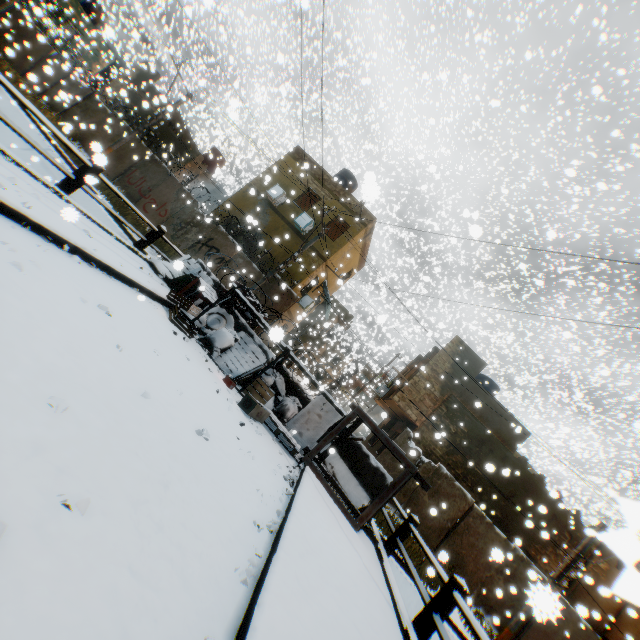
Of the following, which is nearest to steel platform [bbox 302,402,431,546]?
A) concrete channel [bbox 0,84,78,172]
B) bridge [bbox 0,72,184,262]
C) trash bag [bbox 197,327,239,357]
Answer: concrete channel [bbox 0,84,78,172]

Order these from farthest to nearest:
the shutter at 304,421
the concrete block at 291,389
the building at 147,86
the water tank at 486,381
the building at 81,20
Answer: the building at 81,20 → the building at 147,86 → the water tank at 486,381 → the concrete block at 291,389 → the shutter at 304,421

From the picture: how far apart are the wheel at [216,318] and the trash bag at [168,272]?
0.6 meters

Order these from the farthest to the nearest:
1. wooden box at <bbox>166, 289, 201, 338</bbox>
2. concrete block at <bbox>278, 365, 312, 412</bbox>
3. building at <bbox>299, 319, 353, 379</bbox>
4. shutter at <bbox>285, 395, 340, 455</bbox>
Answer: building at <bbox>299, 319, 353, 379</bbox> < concrete block at <bbox>278, 365, 312, 412</bbox> < shutter at <bbox>285, 395, 340, 455</bbox> < wooden box at <bbox>166, 289, 201, 338</bbox>

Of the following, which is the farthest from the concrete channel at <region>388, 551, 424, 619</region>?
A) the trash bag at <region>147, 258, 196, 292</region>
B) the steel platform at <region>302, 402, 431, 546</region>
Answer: the trash bag at <region>147, 258, 196, 292</region>

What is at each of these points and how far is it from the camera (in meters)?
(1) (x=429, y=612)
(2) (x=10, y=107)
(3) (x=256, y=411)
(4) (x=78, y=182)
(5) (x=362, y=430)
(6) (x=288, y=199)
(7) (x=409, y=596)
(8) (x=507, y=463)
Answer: (1) bridge, 4.16
(2) concrete channel, 14.89
(3) cardboard box, 6.29
(4) bridge, 5.98
(5) building, 31.97
(6) building, 14.63
(7) concrete channel, 9.82
(8) building, 15.49

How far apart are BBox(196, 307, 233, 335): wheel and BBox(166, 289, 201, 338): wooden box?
0.65m

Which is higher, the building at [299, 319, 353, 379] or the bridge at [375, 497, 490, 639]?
the building at [299, 319, 353, 379]
